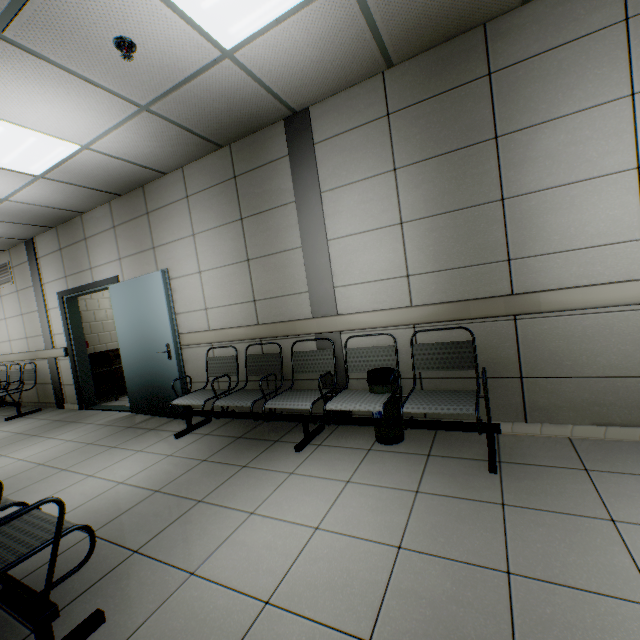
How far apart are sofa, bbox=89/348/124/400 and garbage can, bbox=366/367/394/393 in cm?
547

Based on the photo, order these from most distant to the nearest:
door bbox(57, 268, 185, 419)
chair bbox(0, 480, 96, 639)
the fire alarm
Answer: door bbox(57, 268, 185, 419) < the fire alarm < chair bbox(0, 480, 96, 639)

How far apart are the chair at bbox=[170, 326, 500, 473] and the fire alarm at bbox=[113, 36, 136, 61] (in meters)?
2.68

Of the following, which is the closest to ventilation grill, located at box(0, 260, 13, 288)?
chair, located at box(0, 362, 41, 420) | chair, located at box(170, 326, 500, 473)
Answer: chair, located at box(0, 362, 41, 420)

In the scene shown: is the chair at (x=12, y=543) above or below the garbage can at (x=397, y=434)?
above

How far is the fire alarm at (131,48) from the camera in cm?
215

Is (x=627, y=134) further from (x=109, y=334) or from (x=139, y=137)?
(x=109, y=334)

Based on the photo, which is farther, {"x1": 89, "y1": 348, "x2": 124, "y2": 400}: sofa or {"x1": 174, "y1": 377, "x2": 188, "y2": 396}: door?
{"x1": 89, "y1": 348, "x2": 124, "y2": 400}: sofa
